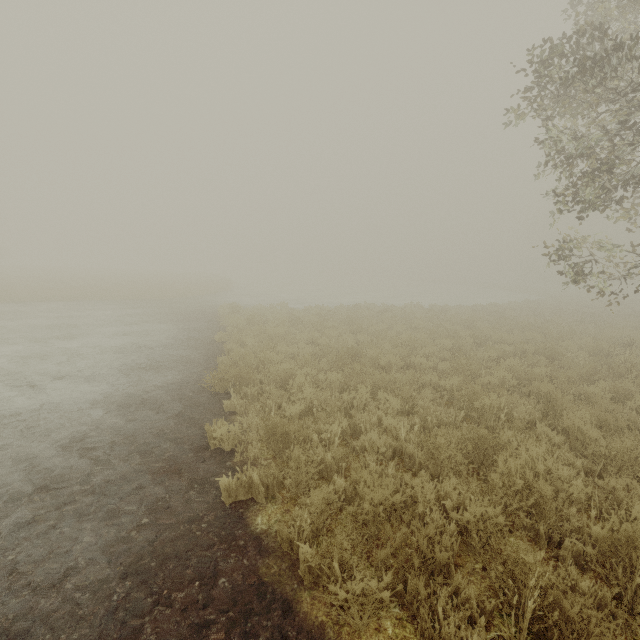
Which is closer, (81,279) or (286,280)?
(81,279)
